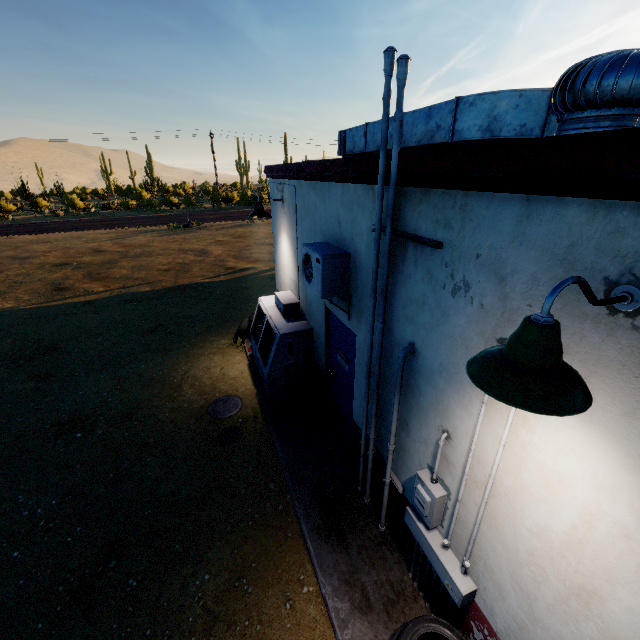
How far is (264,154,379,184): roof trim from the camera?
3.1m

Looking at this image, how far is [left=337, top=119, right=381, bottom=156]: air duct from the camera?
4.8m

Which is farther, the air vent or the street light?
the air vent

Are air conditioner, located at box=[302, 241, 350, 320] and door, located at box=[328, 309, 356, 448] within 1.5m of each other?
yes

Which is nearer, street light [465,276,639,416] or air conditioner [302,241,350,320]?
street light [465,276,639,416]

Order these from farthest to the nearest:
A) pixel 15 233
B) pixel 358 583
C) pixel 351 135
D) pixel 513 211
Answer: pixel 15 233 < pixel 351 135 < pixel 358 583 < pixel 513 211

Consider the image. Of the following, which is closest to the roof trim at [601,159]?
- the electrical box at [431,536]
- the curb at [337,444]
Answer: the electrical box at [431,536]

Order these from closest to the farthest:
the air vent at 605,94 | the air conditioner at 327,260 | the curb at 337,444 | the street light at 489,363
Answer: the street light at 489,363 → the air vent at 605,94 → the curb at 337,444 → the air conditioner at 327,260
